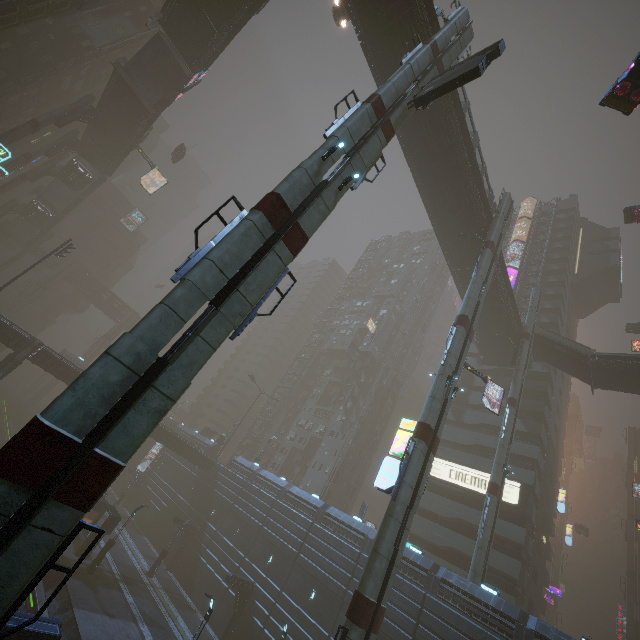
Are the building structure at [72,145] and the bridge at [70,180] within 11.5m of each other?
yes

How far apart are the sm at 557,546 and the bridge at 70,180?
103.6 meters

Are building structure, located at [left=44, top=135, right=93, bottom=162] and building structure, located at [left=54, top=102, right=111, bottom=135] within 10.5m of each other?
yes

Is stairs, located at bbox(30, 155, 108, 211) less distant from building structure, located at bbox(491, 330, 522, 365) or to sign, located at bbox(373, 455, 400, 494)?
sign, located at bbox(373, 455, 400, 494)

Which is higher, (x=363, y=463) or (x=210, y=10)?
(x=210, y=10)

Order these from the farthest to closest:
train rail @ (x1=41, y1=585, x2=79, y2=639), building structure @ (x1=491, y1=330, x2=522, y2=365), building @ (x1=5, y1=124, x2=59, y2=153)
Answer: building @ (x1=5, y1=124, x2=59, y2=153) < building structure @ (x1=491, y1=330, x2=522, y2=365) < train rail @ (x1=41, y1=585, x2=79, y2=639)

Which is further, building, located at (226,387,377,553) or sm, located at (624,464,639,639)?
sm, located at (624,464,639,639)

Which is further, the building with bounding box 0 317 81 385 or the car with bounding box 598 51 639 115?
the building with bounding box 0 317 81 385
